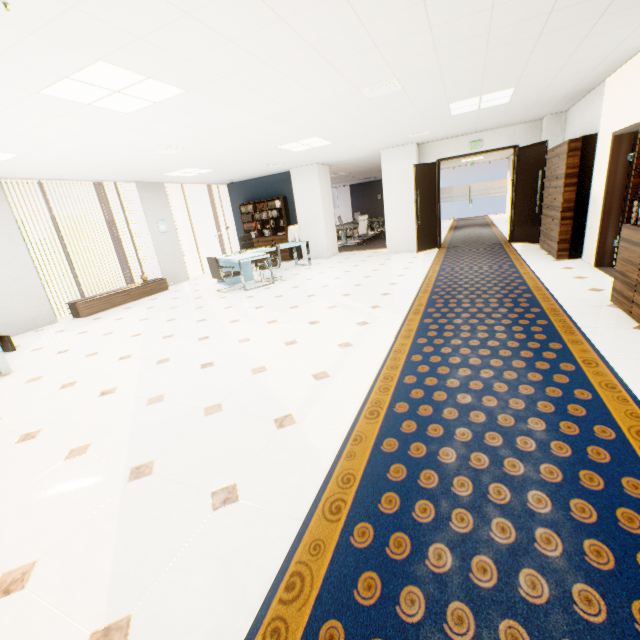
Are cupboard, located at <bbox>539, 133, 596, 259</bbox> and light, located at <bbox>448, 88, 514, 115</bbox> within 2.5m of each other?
yes

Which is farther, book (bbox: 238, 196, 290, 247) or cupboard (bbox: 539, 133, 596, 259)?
book (bbox: 238, 196, 290, 247)

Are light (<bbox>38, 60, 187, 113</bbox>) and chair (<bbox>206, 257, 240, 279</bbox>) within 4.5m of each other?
yes

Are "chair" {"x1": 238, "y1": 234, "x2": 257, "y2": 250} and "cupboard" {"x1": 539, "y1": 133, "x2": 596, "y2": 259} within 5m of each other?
no

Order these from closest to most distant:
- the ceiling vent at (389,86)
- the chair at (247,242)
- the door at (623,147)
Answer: the ceiling vent at (389,86), the door at (623,147), the chair at (247,242)

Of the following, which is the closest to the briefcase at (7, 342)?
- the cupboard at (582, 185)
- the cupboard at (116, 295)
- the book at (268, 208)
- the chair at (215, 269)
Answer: the cupboard at (116, 295)

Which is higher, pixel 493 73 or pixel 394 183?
pixel 493 73

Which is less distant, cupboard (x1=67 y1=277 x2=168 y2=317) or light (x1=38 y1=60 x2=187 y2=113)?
light (x1=38 y1=60 x2=187 y2=113)
